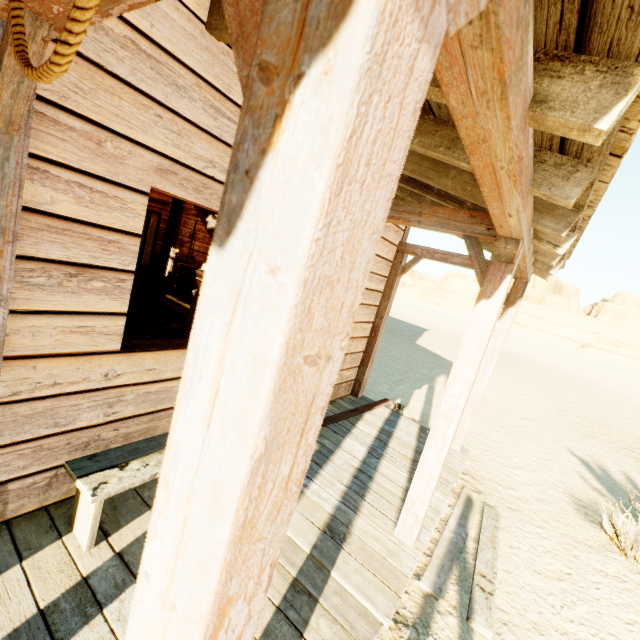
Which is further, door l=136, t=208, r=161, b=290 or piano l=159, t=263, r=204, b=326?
door l=136, t=208, r=161, b=290

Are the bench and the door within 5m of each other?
no

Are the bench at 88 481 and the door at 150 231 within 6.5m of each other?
no

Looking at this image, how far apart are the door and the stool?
4.68m

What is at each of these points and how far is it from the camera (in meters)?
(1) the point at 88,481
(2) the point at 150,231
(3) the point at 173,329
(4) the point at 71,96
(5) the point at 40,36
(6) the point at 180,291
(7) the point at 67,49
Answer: (1) bench, 1.91
(2) door, 8.84
(3) stool, 4.96
(4) building, 1.62
(5) building, 1.19
(6) piano, 5.81
(7) rope, 0.69

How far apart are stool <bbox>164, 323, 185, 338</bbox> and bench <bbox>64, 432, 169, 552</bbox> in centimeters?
233cm

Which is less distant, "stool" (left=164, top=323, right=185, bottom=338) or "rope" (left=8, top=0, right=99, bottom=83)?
"rope" (left=8, top=0, right=99, bottom=83)

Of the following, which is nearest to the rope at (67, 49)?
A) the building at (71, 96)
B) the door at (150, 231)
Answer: the building at (71, 96)
